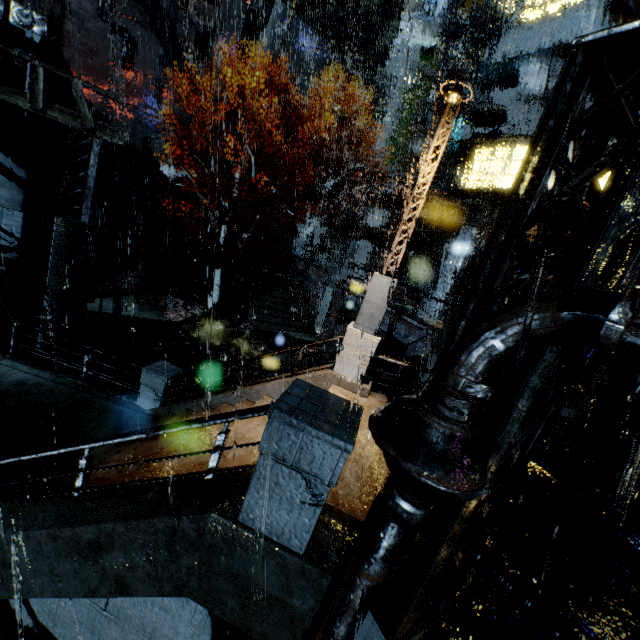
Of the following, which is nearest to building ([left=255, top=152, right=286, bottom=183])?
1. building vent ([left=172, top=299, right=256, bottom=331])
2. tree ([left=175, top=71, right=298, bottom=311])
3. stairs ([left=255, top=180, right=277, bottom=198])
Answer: stairs ([left=255, top=180, right=277, bottom=198])

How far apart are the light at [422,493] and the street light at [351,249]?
20.0 meters

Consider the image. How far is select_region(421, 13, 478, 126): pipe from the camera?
31.2m

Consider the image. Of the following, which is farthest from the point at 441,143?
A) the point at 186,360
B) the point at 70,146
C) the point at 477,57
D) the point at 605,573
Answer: the point at 477,57

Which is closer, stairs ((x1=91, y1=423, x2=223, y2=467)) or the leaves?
stairs ((x1=91, y1=423, x2=223, y2=467))

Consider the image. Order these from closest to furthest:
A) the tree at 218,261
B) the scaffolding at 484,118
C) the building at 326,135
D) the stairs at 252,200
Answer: the tree at 218,261
the scaffolding at 484,118
the stairs at 252,200
the building at 326,135

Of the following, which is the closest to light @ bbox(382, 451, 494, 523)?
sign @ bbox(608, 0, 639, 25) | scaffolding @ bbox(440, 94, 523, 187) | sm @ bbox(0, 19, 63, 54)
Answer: sm @ bbox(0, 19, 63, 54)

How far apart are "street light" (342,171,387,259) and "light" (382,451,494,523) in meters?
20.0
